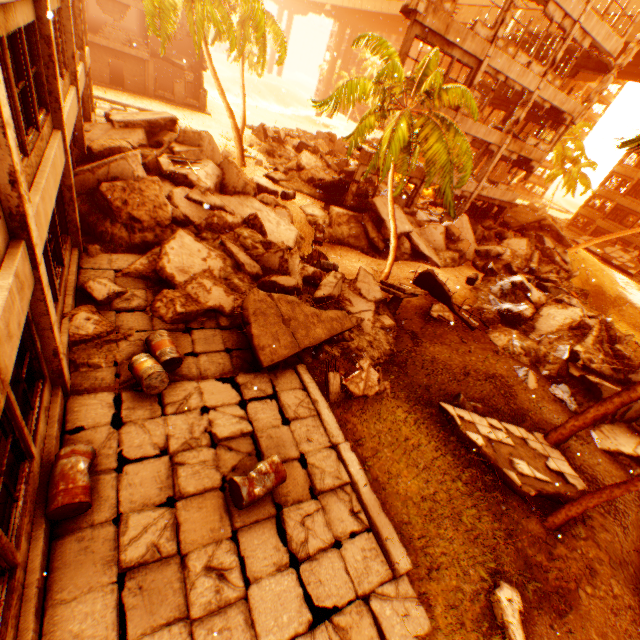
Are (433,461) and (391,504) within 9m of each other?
yes

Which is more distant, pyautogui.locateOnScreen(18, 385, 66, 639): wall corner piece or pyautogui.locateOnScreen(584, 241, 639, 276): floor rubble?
pyautogui.locateOnScreen(584, 241, 639, 276): floor rubble

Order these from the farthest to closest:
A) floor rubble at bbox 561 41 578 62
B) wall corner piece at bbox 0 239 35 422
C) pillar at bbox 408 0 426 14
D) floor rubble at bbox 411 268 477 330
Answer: floor rubble at bbox 561 41 578 62 < floor rubble at bbox 411 268 477 330 < pillar at bbox 408 0 426 14 < wall corner piece at bbox 0 239 35 422

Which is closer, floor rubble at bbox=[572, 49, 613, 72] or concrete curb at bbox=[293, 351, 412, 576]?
concrete curb at bbox=[293, 351, 412, 576]

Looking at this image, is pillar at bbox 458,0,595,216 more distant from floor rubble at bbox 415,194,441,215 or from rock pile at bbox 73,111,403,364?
floor rubble at bbox 415,194,441,215

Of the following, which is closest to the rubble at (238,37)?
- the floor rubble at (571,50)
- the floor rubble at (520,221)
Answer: the floor rubble at (520,221)

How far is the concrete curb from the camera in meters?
5.9 m

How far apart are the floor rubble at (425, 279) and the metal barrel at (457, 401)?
3.1m
